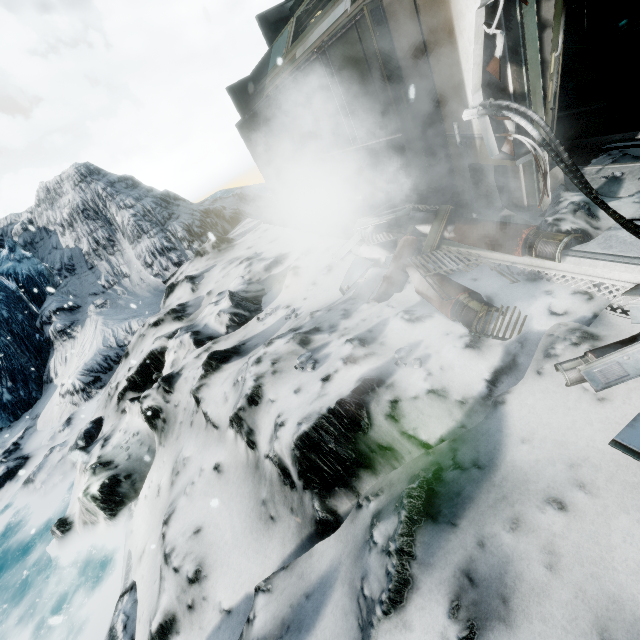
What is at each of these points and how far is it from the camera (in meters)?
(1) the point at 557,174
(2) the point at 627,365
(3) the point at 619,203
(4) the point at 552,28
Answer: (1) wall detail, 3.66
(2) wall rubble, 2.04
(3) snow pile, 3.07
(4) wall detail, 2.80

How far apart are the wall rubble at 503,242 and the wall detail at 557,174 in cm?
64

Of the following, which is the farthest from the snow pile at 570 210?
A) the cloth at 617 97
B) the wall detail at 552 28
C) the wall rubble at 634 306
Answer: the cloth at 617 97

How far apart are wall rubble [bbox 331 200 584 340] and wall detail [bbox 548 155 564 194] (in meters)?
0.64

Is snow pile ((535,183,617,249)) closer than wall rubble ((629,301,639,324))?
No

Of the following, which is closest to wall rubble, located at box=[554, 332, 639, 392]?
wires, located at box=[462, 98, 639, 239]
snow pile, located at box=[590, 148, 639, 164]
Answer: wires, located at box=[462, 98, 639, 239]

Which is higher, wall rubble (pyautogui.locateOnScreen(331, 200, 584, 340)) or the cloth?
wall rubble (pyautogui.locateOnScreen(331, 200, 584, 340))
